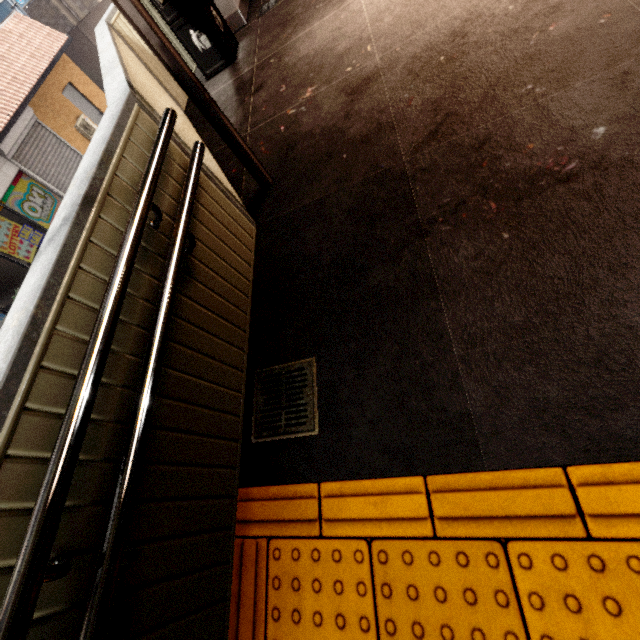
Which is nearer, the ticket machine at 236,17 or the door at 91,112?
the ticket machine at 236,17

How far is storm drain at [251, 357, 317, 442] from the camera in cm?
182

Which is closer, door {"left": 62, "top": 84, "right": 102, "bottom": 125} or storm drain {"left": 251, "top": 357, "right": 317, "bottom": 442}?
storm drain {"left": 251, "top": 357, "right": 317, "bottom": 442}

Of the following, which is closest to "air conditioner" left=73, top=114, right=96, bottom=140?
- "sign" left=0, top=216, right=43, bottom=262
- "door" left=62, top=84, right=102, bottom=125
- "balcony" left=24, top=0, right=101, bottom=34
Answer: "door" left=62, top=84, right=102, bottom=125

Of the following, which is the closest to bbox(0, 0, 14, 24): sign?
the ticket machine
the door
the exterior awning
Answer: the door

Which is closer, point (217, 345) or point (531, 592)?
point (531, 592)

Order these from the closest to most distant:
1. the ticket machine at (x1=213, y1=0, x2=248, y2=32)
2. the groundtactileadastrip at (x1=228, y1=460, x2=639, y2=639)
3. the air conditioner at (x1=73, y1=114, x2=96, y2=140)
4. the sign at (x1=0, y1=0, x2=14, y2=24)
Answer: the groundtactileadastrip at (x1=228, y1=460, x2=639, y2=639), the ticket machine at (x1=213, y1=0, x2=248, y2=32), the sign at (x1=0, y1=0, x2=14, y2=24), the air conditioner at (x1=73, y1=114, x2=96, y2=140)

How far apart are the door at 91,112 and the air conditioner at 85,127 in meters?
0.3
